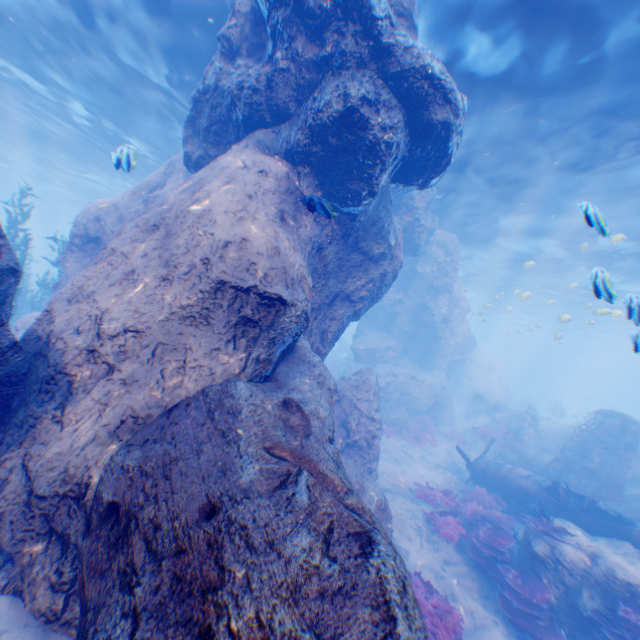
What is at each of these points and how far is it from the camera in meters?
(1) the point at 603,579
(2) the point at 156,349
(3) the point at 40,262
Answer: (1) rock, 7.6
(2) rock, 4.8
(3) submarine, 22.3

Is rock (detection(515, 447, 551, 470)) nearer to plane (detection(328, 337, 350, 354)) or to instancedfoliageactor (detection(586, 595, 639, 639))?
instancedfoliageactor (detection(586, 595, 639, 639))

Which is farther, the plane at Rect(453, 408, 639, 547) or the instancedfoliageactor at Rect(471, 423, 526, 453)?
the instancedfoliageactor at Rect(471, 423, 526, 453)

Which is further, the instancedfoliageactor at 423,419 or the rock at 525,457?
the instancedfoliageactor at 423,419

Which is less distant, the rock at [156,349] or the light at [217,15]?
the rock at [156,349]

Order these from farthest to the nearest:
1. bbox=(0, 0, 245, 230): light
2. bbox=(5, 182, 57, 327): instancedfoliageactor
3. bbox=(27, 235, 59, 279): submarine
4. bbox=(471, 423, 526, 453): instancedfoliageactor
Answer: bbox=(27, 235, 59, 279): submarine
bbox=(471, 423, 526, 453): instancedfoliageactor
bbox=(5, 182, 57, 327): instancedfoliageactor
bbox=(0, 0, 245, 230): light

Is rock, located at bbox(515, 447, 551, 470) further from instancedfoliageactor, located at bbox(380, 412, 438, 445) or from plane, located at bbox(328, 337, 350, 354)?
plane, located at bbox(328, 337, 350, 354)

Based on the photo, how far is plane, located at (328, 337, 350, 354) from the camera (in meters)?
37.92
